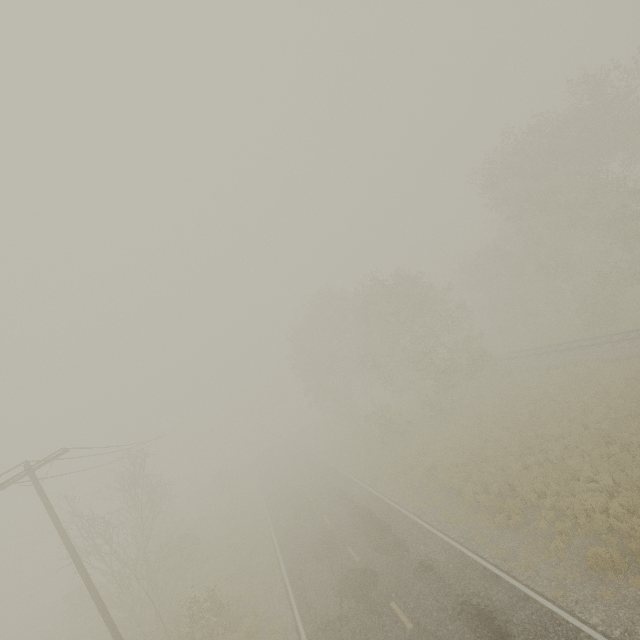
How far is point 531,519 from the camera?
13.4m
